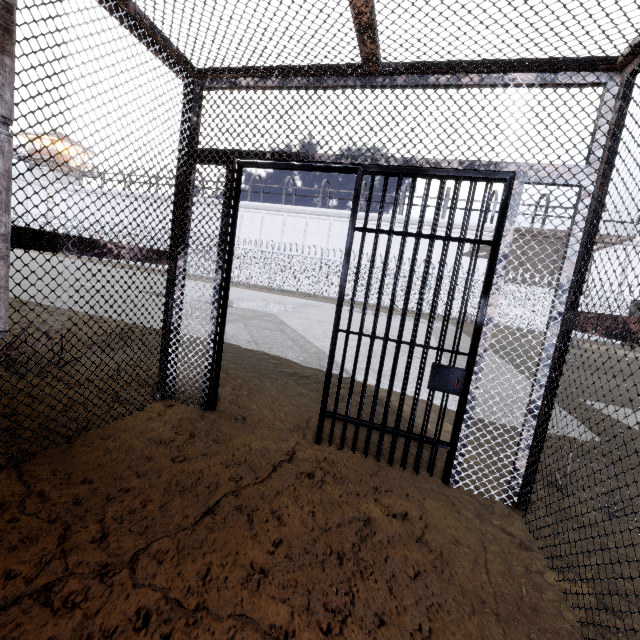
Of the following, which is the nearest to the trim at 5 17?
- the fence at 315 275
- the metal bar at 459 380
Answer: the metal bar at 459 380

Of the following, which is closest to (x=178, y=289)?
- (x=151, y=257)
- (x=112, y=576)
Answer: (x=151, y=257)

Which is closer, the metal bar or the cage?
the cage

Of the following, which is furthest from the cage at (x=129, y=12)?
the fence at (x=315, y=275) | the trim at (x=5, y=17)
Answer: the fence at (x=315, y=275)

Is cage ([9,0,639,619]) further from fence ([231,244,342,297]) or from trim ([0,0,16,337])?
fence ([231,244,342,297])

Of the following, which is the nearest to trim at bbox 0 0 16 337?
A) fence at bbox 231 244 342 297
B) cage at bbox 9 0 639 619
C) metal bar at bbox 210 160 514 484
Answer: cage at bbox 9 0 639 619

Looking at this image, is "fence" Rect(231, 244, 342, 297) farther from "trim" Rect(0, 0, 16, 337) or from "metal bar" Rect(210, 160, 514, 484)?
"metal bar" Rect(210, 160, 514, 484)

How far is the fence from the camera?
23.9 meters
